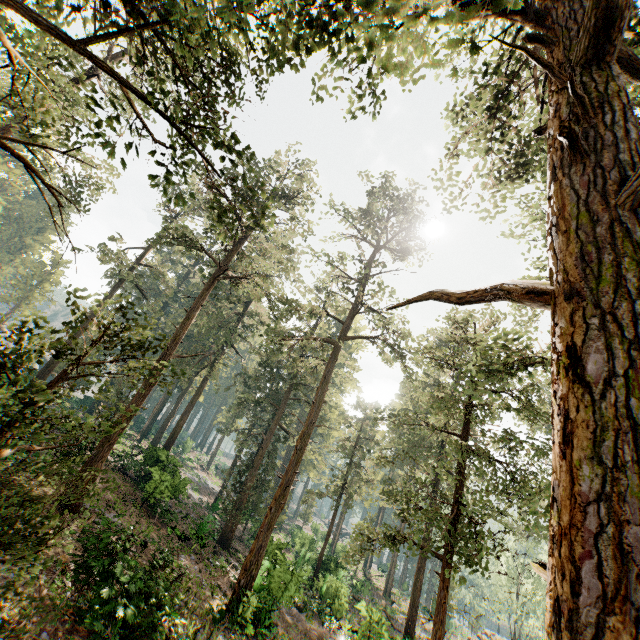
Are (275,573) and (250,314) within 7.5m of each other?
no

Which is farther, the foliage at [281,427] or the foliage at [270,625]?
the foliage at [270,625]

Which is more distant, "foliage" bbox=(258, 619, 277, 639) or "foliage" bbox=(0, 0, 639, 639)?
"foliage" bbox=(258, 619, 277, 639)

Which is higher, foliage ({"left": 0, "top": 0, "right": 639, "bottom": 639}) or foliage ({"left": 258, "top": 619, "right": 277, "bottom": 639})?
foliage ({"left": 0, "top": 0, "right": 639, "bottom": 639})

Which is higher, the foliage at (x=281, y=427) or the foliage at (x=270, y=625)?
the foliage at (x=281, y=427)
